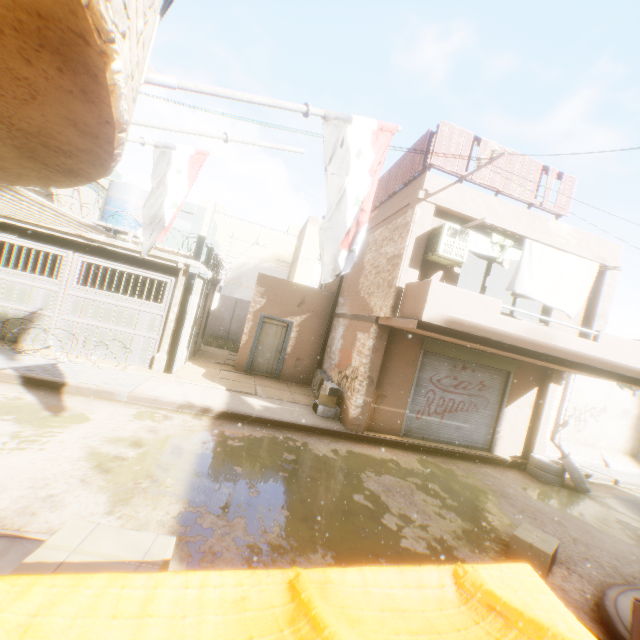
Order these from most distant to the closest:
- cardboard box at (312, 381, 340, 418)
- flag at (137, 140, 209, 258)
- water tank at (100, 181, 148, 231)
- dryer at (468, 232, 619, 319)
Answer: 1. water tank at (100, 181, 148, 231)
2. cardboard box at (312, 381, 340, 418)
3. dryer at (468, 232, 619, 319)
4. flag at (137, 140, 209, 258)

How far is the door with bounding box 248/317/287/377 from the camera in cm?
1336

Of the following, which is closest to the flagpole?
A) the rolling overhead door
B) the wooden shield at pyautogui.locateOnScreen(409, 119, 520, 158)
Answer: the rolling overhead door

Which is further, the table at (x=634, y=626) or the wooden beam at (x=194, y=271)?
the wooden beam at (x=194, y=271)

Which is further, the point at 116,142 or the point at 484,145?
the point at 484,145

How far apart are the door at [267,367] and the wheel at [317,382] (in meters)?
0.09

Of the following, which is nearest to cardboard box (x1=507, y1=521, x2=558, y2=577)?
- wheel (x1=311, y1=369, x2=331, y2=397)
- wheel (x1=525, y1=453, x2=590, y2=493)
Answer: wheel (x1=525, y1=453, x2=590, y2=493)

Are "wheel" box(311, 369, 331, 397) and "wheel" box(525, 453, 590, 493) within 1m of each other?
no
